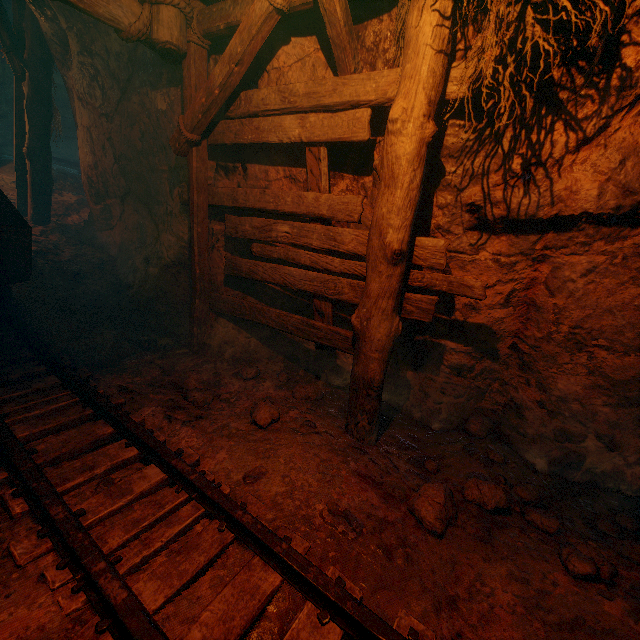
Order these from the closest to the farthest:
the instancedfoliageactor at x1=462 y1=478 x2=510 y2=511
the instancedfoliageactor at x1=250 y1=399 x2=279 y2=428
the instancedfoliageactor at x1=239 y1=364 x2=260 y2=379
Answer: the instancedfoliageactor at x1=462 y1=478 x2=510 y2=511 → the instancedfoliageactor at x1=250 y1=399 x2=279 y2=428 → the instancedfoliageactor at x1=239 y1=364 x2=260 y2=379

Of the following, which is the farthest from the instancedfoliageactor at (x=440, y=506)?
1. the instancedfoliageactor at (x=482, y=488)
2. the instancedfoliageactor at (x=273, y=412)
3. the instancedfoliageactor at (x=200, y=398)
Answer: the instancedfoliageactor at (x=200, y=398)

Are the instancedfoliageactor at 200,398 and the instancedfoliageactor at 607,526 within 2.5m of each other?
no

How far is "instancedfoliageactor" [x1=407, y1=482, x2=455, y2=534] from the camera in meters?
2.3 m

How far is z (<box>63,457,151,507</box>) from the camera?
2.28m

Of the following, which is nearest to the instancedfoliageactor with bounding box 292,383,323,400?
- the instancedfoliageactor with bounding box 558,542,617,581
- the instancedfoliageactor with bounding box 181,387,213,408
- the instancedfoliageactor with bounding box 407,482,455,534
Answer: the instancedfoliageactor with bounding box 181,387,213,408

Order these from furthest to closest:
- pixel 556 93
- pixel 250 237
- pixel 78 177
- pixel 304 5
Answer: pixel 78 177 → pixel 250 237 → pixel 304 5 → pixel 556 93

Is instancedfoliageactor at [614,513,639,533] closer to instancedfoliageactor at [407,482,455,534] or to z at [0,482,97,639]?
z at [0,482,97,639]
